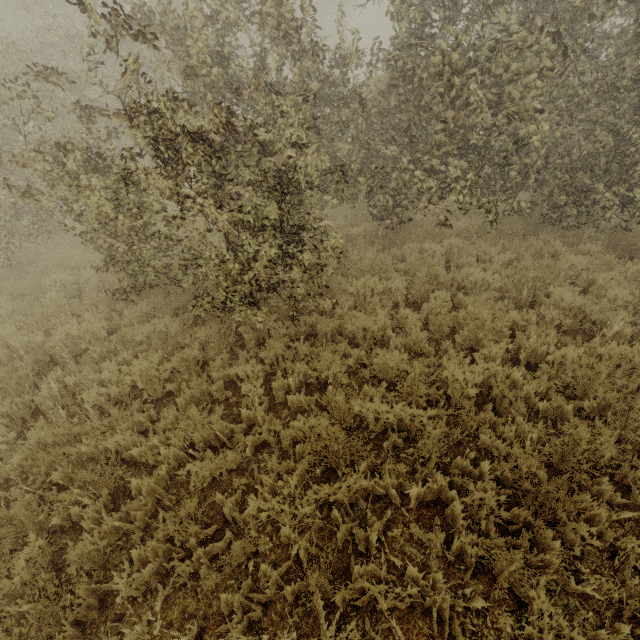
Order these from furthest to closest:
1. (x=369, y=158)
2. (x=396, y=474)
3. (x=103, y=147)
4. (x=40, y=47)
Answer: (x=103, y=147) → (x=40, y=47) → (x=369, y=158) → (x=396, y=474)
